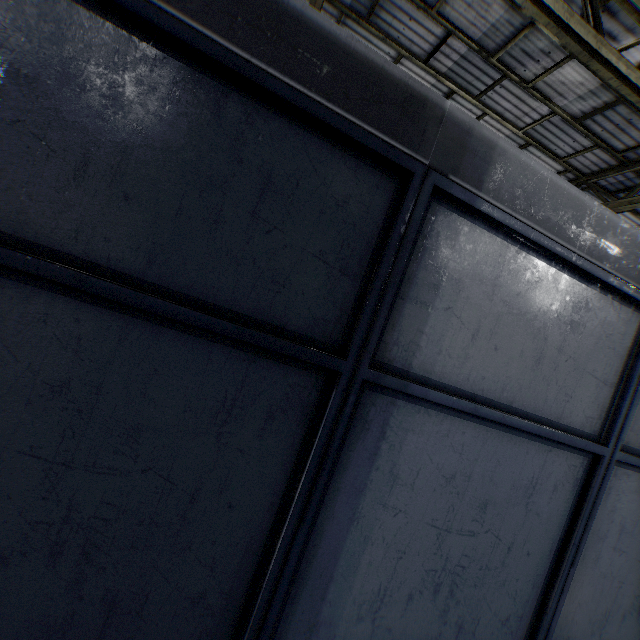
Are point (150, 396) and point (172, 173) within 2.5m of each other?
yes
